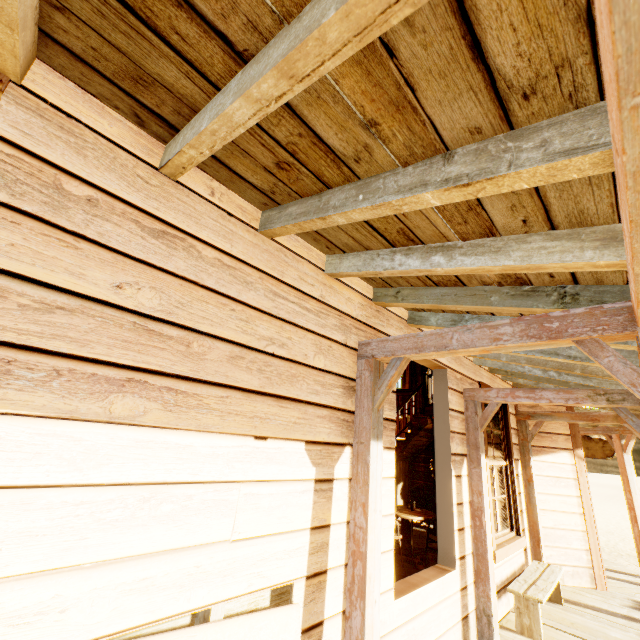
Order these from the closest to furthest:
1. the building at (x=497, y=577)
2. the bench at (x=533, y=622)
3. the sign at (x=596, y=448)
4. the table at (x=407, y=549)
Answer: the building at (x=497, y=577)
the bench at (x=533, y=622)
the table at (x=407, y=549)
the sign at (x=596, y=448)

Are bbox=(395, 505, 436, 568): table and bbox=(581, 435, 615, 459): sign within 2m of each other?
no

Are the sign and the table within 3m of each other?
no

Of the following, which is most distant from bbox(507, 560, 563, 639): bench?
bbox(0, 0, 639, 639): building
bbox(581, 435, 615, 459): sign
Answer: bbox(581, 435, 615, 459): sign

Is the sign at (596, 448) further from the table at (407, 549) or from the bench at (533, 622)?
the table at (407, 549)

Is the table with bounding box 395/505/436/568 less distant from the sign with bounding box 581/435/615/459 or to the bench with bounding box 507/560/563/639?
the bench with bounding box 507/560/563/639

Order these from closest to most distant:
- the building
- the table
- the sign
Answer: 1. the building
2. the table
3. the sign

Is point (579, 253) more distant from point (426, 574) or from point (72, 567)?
point (426, 574)
